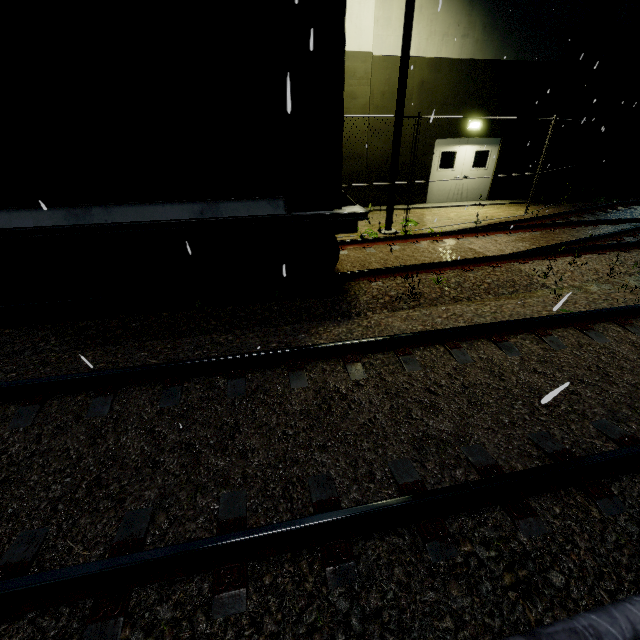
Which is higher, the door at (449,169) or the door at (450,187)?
the door at (449,169)

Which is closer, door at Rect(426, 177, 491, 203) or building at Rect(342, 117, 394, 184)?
building at Rect(342, 117, 394, 184)

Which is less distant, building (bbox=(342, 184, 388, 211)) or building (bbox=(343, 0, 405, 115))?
building (bbox=(343, 0, 405, 115))

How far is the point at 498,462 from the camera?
2.8m

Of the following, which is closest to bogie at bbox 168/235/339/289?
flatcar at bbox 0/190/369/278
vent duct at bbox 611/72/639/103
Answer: flatcar at bbox 0/190/369/278

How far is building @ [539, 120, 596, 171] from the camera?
13.3 meters

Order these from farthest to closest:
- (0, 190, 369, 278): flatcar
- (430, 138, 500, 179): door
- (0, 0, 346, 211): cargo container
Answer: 1. (430, 138, 500, 179): door
2. (0, 190, 369, 278): flatcar
3. (0, 0, 346, 211): cargo container

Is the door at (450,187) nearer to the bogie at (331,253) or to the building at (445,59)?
the building at (445,59)
